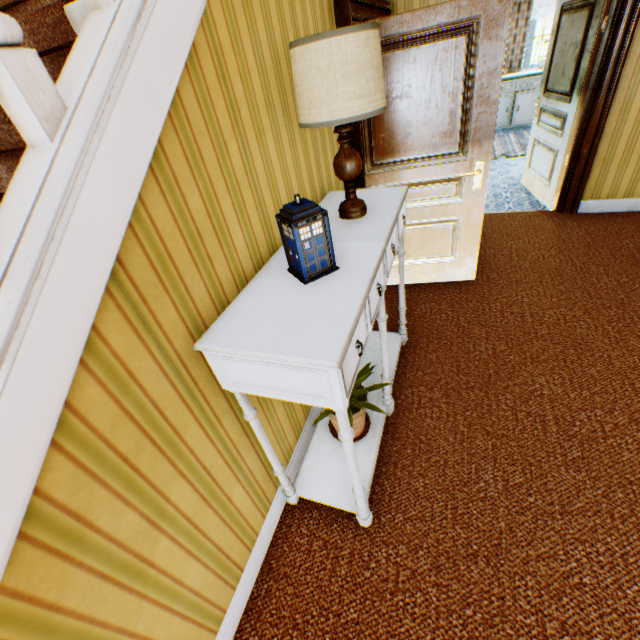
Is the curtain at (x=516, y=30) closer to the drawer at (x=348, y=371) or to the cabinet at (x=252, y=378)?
the cabinet at (x=252, y=378)

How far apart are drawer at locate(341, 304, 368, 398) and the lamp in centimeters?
75cm

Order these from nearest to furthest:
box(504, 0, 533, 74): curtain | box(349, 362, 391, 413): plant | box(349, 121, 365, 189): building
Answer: box(349, 362, 391, 413): plant
box(349, 121, 365, 189): building
box(504, 0, 533, 74): curtain

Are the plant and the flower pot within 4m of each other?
A: yes

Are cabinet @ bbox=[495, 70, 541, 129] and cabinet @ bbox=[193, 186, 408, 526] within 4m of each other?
no

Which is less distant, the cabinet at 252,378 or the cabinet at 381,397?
the cabinet at 252,378

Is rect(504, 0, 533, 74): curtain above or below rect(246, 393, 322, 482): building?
above

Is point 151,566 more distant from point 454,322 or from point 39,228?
point 454,322
